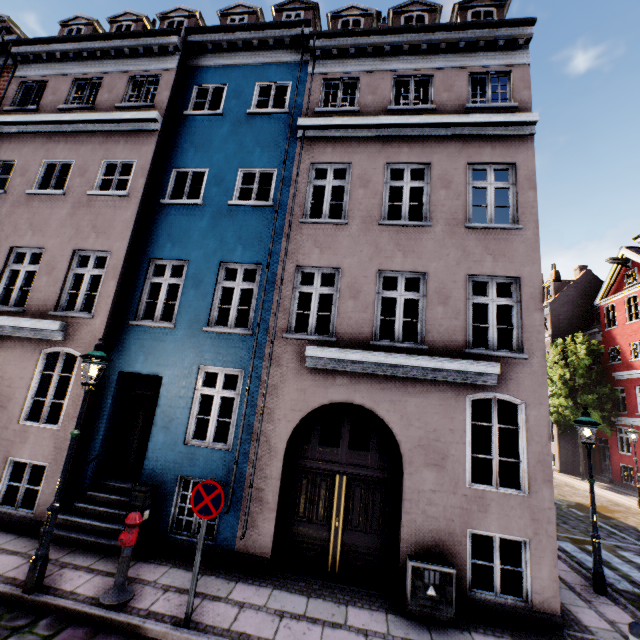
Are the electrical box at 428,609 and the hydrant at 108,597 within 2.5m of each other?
no

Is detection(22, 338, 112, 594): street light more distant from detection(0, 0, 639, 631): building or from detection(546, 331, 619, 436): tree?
detection(546, 331, 619, 436): tree

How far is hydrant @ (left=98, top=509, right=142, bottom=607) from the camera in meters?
4.9 m

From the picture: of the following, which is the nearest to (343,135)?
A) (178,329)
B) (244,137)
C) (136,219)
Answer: (244,137)

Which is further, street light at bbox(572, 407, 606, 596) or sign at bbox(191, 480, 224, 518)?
street light at bbox(572, 407, 606, 596)

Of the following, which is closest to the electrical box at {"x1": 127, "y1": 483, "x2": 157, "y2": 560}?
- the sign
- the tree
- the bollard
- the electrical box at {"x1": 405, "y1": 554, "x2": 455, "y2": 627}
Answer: the sign

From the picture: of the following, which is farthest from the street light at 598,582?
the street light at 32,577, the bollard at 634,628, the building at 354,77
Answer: the street light at 32,577

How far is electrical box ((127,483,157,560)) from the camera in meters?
6.3
